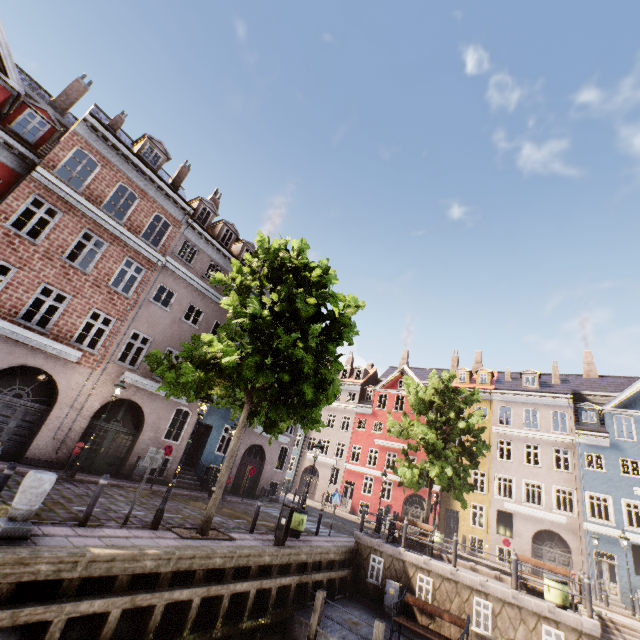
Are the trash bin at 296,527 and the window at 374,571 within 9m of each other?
yes

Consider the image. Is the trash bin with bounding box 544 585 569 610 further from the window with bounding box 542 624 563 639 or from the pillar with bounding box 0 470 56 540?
the pillar with bounding box 0 470 56 540

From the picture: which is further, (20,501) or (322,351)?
(322,351)

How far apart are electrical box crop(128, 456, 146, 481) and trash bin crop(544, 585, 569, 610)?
17.3 meters

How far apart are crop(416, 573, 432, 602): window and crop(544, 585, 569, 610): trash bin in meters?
3.7

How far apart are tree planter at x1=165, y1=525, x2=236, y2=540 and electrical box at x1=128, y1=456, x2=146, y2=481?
7.2m

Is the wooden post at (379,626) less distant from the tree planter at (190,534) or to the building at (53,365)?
the tree planter at (190,534)

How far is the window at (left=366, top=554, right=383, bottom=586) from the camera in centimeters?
1312cm
